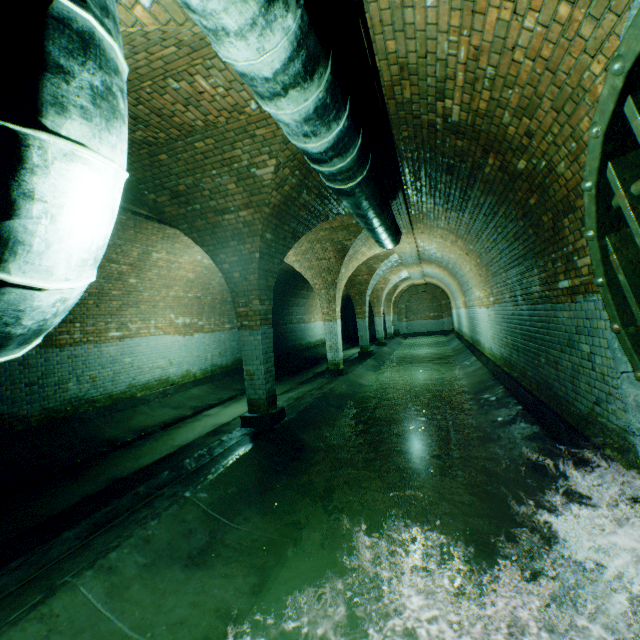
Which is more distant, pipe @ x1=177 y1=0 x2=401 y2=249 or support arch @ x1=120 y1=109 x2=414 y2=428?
support arch @ x1=120 y1=109 x2=414 y2=428

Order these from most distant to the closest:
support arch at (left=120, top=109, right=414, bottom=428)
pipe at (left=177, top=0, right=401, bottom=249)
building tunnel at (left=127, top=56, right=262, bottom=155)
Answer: support arch at (left=120, top=109, right=414, bottom=428)
building tunnel at (left=127, top=56, right=262, bottom=155)
pipe at (left=177, top=0, right=401, bottom=249)

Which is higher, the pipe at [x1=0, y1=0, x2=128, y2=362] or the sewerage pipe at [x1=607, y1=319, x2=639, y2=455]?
the pipe at [x1=0, y1=0, x2=128, y2=362]

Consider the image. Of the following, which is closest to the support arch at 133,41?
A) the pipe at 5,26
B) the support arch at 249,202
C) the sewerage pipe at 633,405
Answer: the pipe at 5,26

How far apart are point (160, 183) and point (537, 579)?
6.3m

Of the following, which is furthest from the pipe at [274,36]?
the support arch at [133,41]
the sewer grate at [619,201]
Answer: the sewer grate at [619,201]

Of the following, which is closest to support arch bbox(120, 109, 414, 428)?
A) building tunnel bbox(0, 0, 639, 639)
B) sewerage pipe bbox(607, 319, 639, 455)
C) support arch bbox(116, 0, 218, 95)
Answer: building tunnel bbox(0, 0, 639, 639)

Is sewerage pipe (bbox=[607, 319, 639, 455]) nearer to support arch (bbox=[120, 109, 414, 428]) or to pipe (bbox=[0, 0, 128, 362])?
pipe (bbox=[0, 0, 128, 362])
